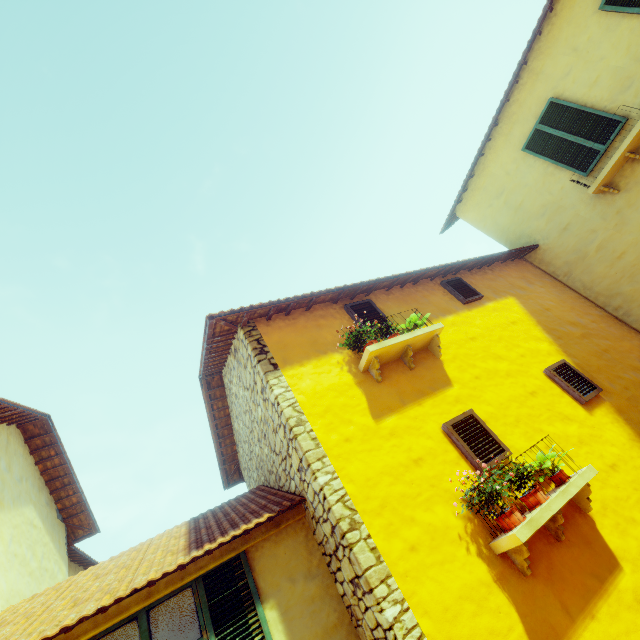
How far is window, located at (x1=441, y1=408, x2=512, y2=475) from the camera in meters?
4.0

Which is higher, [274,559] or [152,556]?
[152,556]

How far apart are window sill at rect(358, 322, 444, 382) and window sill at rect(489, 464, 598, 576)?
1.98m

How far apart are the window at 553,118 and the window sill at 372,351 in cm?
520

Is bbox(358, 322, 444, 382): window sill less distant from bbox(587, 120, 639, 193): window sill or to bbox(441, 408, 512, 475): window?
bbox(441, 408, 512, 475): window

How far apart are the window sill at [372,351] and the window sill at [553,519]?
2.0 meters

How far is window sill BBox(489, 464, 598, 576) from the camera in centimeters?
311cm

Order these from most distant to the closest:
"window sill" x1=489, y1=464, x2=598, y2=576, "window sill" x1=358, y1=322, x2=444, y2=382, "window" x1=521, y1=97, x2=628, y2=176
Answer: "window" x1=521, y1=97, x2=628, y2=176, "window sill" x1=358, y1=322, x2=444, y2=382, "window sill" x1=489, y1=464, x2=598, y2=576
